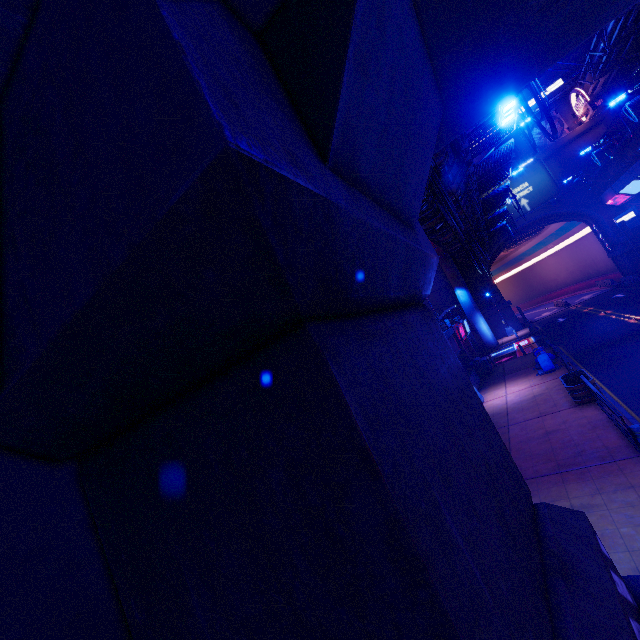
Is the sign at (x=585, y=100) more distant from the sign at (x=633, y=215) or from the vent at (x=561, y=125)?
the sign at (x=633, y=215)

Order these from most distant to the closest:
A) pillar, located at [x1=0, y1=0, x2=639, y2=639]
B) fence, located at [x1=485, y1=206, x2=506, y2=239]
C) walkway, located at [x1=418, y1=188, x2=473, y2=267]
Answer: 1. fence, located at [x1=485, y1=206, x2=506, y2=239]
2. walkway, located at [x1=418, y1=188, x2=473, y2=267]
3. pillar, located at [x1=0, y1=0, x2=639, y2=639]

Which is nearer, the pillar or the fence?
the pillar

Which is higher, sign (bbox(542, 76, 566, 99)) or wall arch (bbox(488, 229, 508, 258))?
sign (bbox(542, 76, 566, 99))

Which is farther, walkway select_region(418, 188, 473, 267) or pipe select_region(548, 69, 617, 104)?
pipe select_region(548, 69, 617, 104)

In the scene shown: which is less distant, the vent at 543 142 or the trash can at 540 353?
the trash can at 540 353

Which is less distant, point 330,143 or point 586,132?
point 330,143

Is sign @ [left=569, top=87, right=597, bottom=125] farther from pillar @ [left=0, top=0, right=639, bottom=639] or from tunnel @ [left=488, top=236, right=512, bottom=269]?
pillar @ [left=0, top=0, right=639, bottom=639]
